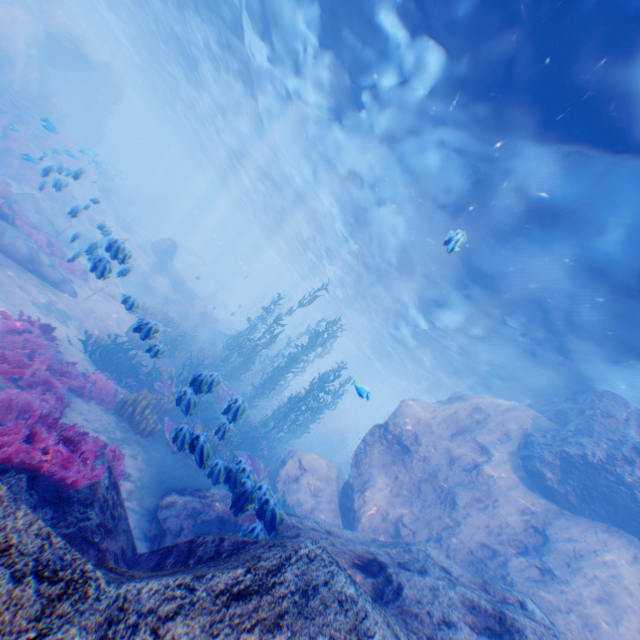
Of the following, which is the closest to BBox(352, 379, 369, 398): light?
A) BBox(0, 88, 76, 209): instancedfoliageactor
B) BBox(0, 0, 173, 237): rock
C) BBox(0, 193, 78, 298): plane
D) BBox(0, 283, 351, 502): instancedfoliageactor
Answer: BBox(0, 0, 173, 237): rock

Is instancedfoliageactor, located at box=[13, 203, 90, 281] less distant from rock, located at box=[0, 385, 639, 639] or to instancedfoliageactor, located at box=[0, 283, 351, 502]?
rock, located at box=[0, 385, 639, 639]

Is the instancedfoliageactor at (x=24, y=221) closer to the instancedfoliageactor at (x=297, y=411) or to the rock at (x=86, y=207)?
the rock at (x=86, y=207)

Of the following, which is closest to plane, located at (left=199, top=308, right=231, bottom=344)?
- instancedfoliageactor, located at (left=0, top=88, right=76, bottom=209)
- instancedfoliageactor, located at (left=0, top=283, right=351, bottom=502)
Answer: instancedfoliageactor, located at (left=0, top=283, right=351, bottom=502)

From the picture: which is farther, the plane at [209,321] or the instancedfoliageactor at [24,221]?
the plane at [209,321]

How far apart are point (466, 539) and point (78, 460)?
10.4 meters

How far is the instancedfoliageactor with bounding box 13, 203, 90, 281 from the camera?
12.4m

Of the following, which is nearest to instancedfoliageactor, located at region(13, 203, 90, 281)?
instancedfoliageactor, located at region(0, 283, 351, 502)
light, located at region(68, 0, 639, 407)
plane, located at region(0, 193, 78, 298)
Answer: plane, located at region(0, 193, 78, 298)
